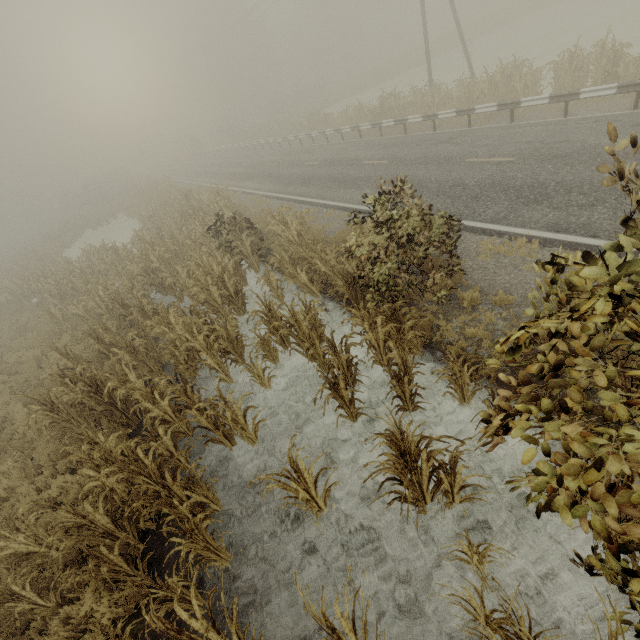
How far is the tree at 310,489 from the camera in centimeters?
403cm

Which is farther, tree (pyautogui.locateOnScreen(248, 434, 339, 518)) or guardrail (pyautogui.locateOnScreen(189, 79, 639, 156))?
guardrail (pyautogui.locateOnScreen(189, 79, 639, 156))

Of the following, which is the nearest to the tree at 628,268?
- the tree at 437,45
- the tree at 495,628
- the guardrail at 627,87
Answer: the tree at 495,628

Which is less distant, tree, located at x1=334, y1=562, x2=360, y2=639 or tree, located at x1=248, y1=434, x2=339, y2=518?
tree, located at x1=334, y1=562, x2=360, y2=639

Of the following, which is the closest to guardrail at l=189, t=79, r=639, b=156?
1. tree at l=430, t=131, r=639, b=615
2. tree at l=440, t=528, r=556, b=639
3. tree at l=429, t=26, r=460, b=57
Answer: tree at l=430, t=131, r=639, b=615

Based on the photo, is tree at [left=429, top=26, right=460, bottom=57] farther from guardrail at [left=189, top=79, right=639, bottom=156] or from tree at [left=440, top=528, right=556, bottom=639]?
tree at [left=440, top=528, right=556, bottom=639]

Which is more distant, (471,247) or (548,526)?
(471,247)

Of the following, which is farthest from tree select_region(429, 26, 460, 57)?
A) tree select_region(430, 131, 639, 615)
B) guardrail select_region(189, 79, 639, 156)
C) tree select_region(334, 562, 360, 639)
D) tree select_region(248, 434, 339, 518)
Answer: tree select_region(334, 562, 360, 639)
